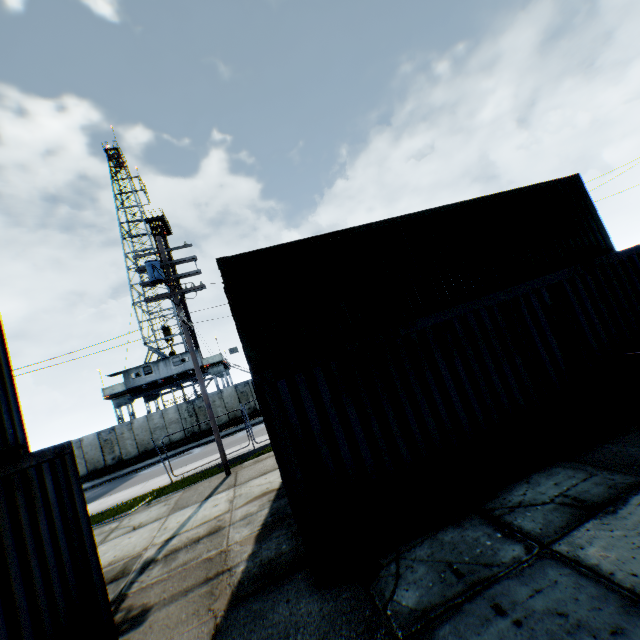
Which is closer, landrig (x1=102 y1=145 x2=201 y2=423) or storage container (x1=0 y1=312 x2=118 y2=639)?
storage container (x1=0 y1=312 x2=118 y2=639)

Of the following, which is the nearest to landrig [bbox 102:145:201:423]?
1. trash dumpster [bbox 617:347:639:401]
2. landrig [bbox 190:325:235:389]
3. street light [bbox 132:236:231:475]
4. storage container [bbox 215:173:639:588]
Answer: landrig [bbox 190:325:235:389]

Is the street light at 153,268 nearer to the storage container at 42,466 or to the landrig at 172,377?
the storage container at 42,466

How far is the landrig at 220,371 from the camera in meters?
32.7 m

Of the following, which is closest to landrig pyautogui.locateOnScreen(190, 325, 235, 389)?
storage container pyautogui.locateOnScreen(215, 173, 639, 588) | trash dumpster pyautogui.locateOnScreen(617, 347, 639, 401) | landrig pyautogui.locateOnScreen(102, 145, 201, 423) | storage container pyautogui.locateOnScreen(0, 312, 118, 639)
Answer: landrig pyautogui.locateOnScreen(102, 145, 201, 423)

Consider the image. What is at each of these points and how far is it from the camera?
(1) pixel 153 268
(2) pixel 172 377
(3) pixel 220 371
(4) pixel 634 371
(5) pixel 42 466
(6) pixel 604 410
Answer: (1) street light, 12.4m
(2) landrig, 32.0m
(3) landrig, 33.1m
(4) trash dumpster, 5.8m
(5) storage container, 4.4m
(6) storage container, 6.0m

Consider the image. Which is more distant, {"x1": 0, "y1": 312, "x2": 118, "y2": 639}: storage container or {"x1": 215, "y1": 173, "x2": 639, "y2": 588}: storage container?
{"x1": 215, "y1": 173, "x2": 639, "y2": 588}: storage container

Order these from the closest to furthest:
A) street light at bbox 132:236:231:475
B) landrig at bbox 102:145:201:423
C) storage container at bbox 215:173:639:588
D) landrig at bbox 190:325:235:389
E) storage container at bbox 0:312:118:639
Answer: storage container at bbox 0:312:118:639 → storage container at bbox 215:173:639:588 → street light at bbox 132:236:231:475 → landrig at bbox 102:145:201:423 → landrig at bbox 190:325:235:389
